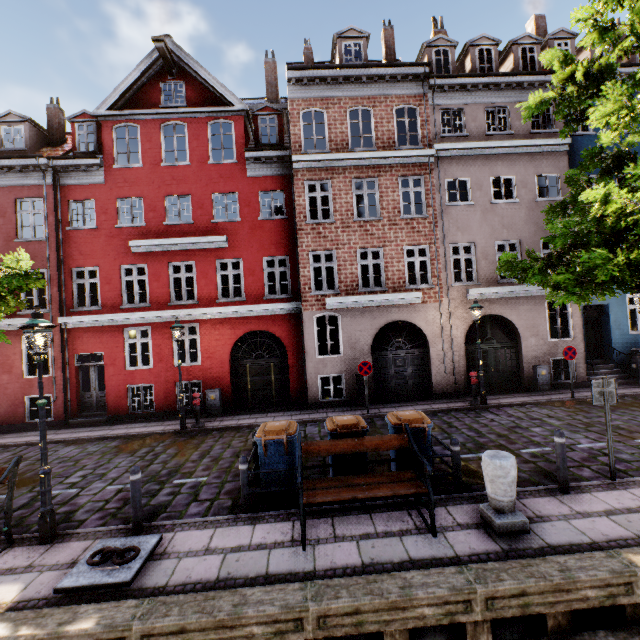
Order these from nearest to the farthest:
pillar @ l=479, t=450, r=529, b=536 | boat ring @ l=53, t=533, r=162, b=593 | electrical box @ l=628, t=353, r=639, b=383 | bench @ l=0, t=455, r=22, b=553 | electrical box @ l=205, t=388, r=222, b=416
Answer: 1. boat ring @ l=53, t=533, r=162, b=593
2. pillar @ l=479, t=450, r=529, b=536
3. bench @ l=0, t=455, r=22, b=553
4. electrical box @ l=205, t=388, r=222, b=416
5. electrical box @ l=628, t=353, r=639, b=383

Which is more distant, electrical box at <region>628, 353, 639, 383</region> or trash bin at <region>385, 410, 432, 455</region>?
electrical box at <region>628, 353, 639, 383</region>

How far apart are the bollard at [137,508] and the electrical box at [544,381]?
14.5m

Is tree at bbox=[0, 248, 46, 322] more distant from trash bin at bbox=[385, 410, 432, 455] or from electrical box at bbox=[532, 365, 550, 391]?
electrical box at bbox=[532, 365, 550, 391]

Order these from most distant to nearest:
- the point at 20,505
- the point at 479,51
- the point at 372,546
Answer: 1. the point at 479,51
2. the point at 20,505
3. the point at 372,546

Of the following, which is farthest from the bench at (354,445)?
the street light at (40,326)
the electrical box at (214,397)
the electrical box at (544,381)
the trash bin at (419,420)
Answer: the electrical box at (544,381)

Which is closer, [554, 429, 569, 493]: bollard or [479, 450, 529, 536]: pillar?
[479, 450, 529, 536]: pillar

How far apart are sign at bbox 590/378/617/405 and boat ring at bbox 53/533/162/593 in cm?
815
